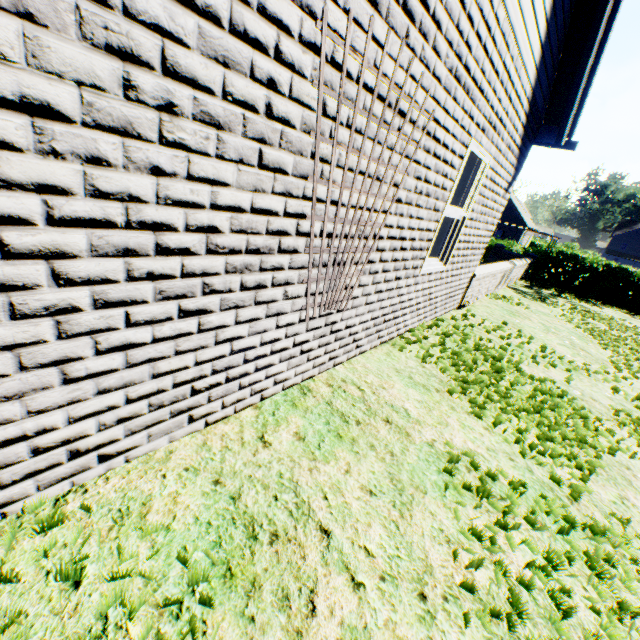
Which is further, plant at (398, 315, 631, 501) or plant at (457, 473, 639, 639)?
plant at (398, 315, 631, 501)

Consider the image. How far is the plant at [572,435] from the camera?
3.0m

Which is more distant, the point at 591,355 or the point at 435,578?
the point at 591,355

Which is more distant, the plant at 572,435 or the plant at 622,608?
the plant at 572,435

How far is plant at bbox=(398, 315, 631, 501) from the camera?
3.0m
